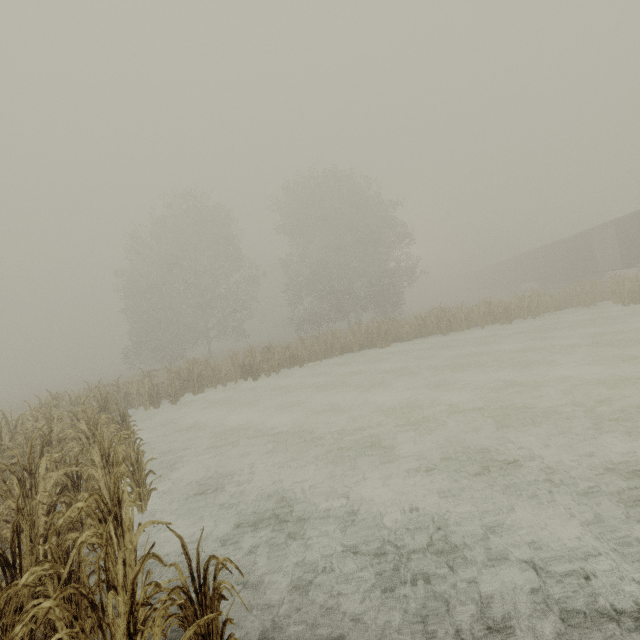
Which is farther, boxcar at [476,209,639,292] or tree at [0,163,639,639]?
boxcar at [476,209,639,292]

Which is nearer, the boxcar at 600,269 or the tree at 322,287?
the tree at 322,287

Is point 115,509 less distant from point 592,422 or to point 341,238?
point 592,422
